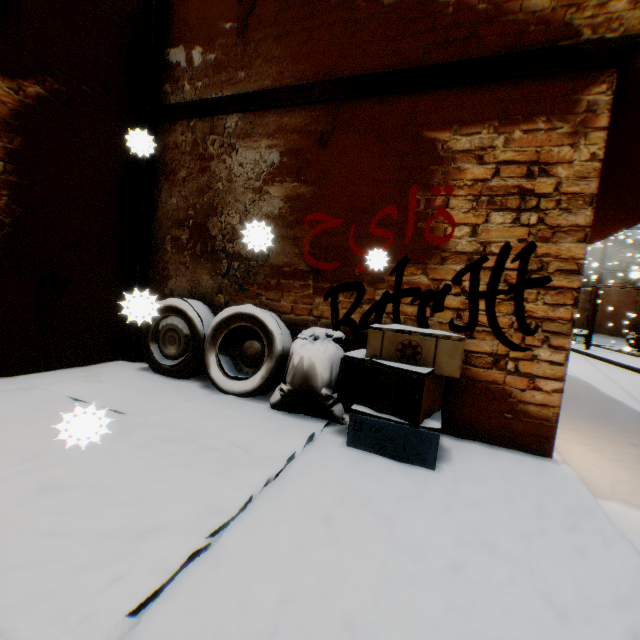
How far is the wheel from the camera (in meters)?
3.23

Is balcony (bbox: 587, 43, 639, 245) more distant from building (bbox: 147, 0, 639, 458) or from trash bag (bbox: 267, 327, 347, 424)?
trash bag (bbox: 267, 327, 347, 424)

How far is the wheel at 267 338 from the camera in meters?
3.2 m

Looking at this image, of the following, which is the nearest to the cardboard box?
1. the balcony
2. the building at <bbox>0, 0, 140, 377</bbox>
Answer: the building at <bbox>0, 0, 140, 377</bbox>

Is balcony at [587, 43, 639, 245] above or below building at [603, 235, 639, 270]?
below

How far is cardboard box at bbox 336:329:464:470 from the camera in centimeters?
233cm

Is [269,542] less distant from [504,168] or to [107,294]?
[504,168]

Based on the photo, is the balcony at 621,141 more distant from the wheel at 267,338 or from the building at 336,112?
the wheel at 267,338
